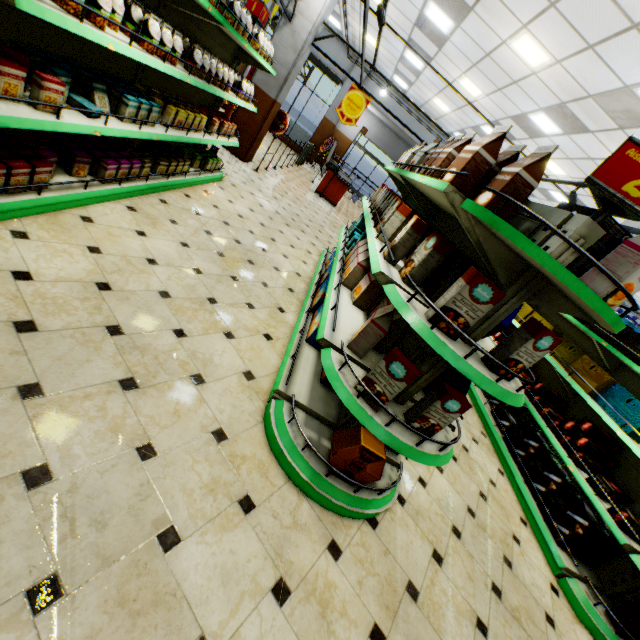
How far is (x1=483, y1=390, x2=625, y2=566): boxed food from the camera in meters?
3.2 m

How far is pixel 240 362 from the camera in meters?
2.6 m

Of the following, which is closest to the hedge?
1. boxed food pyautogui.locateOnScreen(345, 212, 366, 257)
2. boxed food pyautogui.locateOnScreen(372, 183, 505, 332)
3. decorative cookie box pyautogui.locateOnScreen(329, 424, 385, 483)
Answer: boxed food pyautogui.locateOnScreen(345, 212, 366, 257)

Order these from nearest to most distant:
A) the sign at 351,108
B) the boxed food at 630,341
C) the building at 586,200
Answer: the boxed food at 630,341 < the sign at 351,108 < the building at 586,200

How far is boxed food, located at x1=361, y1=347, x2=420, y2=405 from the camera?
1.79m

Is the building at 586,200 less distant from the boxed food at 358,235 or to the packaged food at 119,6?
the boxed food at 358,235

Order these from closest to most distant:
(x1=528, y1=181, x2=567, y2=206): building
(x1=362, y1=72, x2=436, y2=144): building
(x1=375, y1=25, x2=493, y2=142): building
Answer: (x1=375, y1=25, x2=493, y2=142): building, (x1=528, y1=181, x2=567, y2=206): building, (x1=362, y1=72, x2=436, y2=144): building

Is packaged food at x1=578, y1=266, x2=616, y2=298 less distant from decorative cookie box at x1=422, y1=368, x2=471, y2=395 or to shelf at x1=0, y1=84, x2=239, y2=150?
decorative cookie box at x1=422, y1=368, x2=471, y2=395
